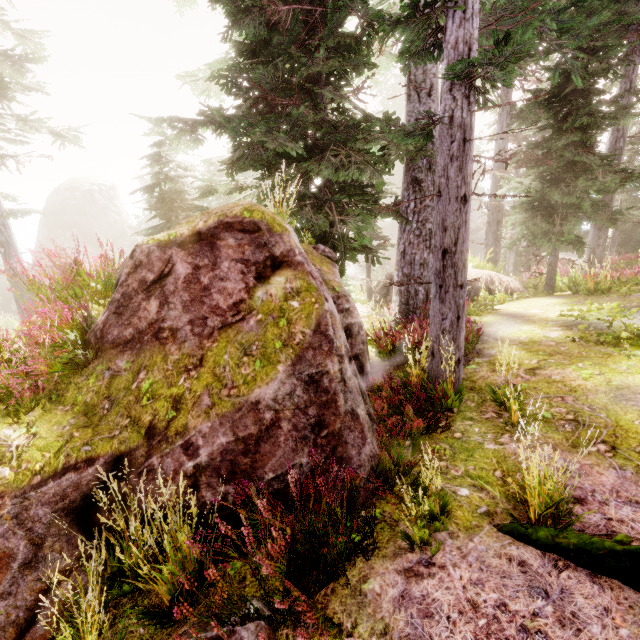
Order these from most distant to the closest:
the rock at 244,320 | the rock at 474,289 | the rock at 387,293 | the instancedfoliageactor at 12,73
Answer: the rock at 387,293
the rock at 474,289
the instancedfoliageactor at 12,73
the rock at 244,320

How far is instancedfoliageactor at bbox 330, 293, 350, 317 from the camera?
5.80m

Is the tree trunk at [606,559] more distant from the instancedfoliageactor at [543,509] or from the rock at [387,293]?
the rock at [387,293]

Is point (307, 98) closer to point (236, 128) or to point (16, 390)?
point (236, 128)

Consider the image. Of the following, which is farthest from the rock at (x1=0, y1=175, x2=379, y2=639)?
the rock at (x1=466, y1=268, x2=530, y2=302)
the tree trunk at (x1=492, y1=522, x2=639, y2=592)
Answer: the rock at (x1=466, y1=268, x2=530, y2=302)

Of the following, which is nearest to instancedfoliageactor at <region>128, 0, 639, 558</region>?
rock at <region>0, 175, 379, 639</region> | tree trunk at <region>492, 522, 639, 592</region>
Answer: rock at <region>0, 175, 379, 639</region>

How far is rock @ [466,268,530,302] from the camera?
13.2m

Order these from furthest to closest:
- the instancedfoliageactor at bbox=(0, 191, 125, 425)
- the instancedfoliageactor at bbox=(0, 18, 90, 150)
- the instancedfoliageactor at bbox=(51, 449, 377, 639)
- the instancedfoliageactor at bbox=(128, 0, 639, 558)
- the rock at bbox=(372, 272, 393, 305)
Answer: the rock at bbox=(372, 272, 393, 305), the instancedfoliageactor at bbox=(0, 18, 90, 150), the instancedfoliageactor at bbox=(128, 0, 639, 558), the instancedfoliageactor at bbox=(0, 191, 125, 425), the instancedfoliageactor at bbox=(51, 449, 377, 639)
